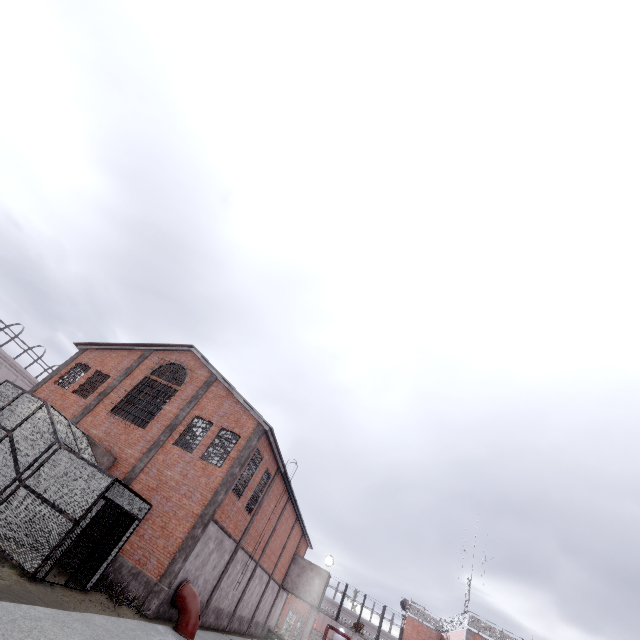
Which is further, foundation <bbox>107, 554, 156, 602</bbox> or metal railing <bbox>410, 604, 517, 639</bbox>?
metal railing <bbox>410, 604, 517, 639</bbox>

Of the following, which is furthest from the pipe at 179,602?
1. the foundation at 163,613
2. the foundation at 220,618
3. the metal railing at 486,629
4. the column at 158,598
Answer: the metal railing at 486,629

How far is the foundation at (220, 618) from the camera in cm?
1817

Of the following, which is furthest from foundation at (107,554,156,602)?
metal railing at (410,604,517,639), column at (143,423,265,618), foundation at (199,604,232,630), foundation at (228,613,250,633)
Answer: metal railing at (410,604,517,639)

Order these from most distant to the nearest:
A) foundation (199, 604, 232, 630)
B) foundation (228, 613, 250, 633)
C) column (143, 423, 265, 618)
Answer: foundation (228, 613, 250, 633) < foundation (199, 604, 232, 630) < column (143, 423, 265, 618)

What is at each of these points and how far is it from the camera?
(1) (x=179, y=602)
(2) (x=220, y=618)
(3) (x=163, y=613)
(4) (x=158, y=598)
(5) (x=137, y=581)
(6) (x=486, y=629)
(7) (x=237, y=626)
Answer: (1) pipe, 14.2 meters
(2) foundation, 20.1 meters
(3) foundation, 14.1 meters
(4) column, 13.4 meters
(5) foundation, 13.9 meters
(6) metal railing, 22.8 meters
(7) foundation, 23.3 meters

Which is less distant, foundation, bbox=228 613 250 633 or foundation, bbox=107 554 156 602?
foundation, bbox=107 554 156 602

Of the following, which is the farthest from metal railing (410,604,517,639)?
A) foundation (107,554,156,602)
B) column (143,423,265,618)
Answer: foundation (107,554,156,602)
